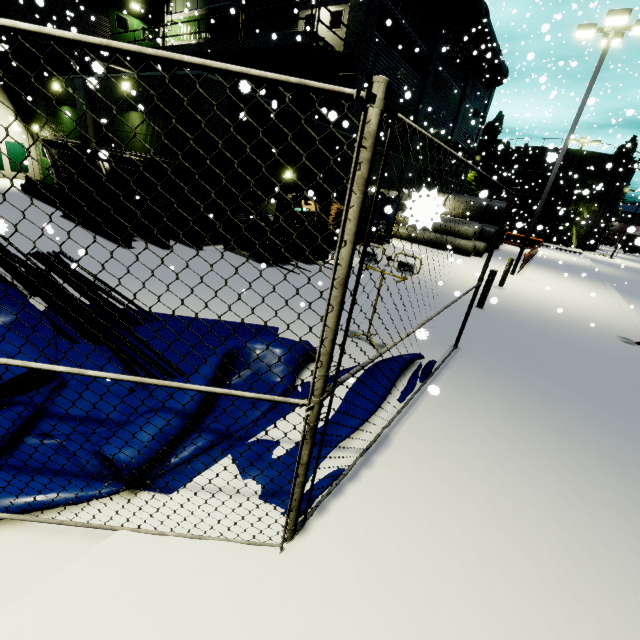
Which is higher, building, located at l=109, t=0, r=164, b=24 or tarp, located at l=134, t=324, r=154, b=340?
building, located at l=109, t=0, r=164, b=24

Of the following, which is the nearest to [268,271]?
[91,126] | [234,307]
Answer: [234,307]

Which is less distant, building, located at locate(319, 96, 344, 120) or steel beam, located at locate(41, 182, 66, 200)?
building, located at locate(319, 96, 344, 120)

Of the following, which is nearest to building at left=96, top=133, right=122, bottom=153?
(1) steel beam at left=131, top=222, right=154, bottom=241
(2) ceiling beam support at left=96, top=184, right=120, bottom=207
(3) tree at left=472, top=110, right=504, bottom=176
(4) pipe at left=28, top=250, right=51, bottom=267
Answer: (3) tree at left=472, top=110, right=504, bottom=176

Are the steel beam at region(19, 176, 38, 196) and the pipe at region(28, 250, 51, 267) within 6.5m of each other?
yes

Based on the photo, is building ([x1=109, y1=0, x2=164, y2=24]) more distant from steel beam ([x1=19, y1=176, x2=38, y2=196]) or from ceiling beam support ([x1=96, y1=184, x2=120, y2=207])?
steel beam ([x1=19, y1=176, x2=38, y2=196])

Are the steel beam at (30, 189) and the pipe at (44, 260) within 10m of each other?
yes

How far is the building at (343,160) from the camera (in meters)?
16.03
